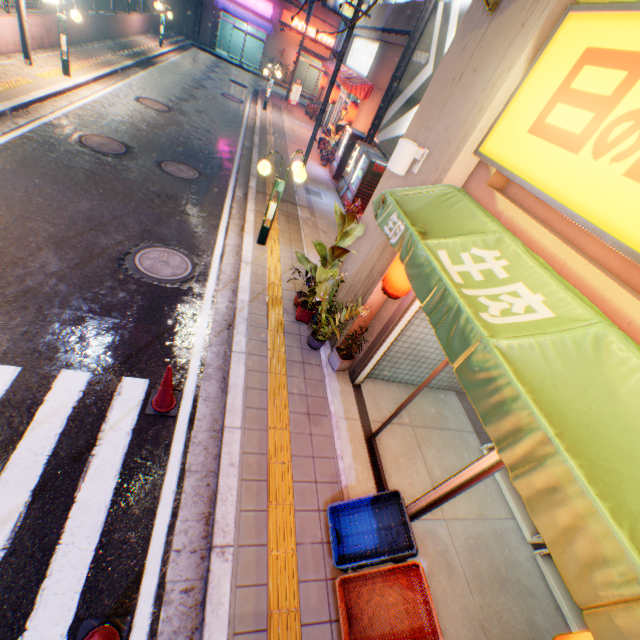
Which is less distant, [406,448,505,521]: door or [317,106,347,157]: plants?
[406,448,505,521]: door

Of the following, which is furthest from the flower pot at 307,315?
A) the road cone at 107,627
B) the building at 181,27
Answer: the building at 181,27

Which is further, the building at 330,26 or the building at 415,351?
the building at 330,26

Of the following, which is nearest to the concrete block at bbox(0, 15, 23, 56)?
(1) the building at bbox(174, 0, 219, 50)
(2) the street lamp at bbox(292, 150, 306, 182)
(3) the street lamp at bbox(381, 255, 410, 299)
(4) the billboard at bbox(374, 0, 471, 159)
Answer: (1) the building at bbox(174, 0, 219, 50)

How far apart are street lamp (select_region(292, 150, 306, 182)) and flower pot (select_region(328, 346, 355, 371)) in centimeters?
368cm

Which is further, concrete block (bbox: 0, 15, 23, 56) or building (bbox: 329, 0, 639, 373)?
concrete block (bbox: 0, 15, 23, 56)

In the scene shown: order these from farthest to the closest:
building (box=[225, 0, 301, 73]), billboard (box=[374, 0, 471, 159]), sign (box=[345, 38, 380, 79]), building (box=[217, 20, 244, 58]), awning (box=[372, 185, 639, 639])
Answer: building (box=[217, 20, 244, 58]) → building (box=[225, 0, 301, 73]) → sign (box=[345, 38, 380, 79]) → billboard (box=[374, 0, 471, 159]) → awning (box=[372, 185, 639, 639])

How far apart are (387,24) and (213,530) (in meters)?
19.90
